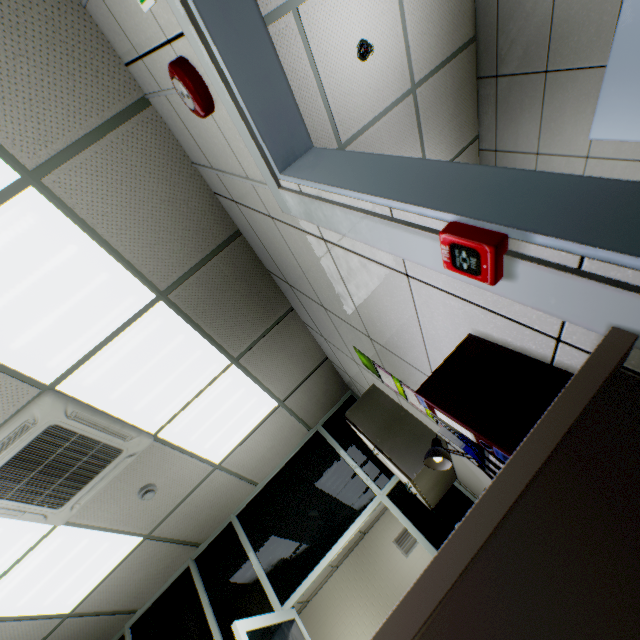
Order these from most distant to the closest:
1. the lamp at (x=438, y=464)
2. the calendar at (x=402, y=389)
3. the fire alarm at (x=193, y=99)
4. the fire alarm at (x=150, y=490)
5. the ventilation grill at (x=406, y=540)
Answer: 1. the ventilation grill at (x=406, y=540)
2. the fire alarm at (x=150, y=490)
3. the calendar at (x=402, y=389)
4. the lamp at (x=438, y=464)
5. the fire alarm at (x=193, y=99)

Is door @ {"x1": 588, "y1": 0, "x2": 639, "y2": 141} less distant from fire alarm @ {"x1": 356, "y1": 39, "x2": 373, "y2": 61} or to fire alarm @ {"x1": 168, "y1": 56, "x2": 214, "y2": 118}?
fire alarm @ {"x1": 356, "y1": 39, "x2": 373, "y2": 61}

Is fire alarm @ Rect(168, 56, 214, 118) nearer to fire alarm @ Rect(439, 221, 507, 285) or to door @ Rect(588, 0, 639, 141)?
fire alarm @ Rect(439, 221, 507, 285)

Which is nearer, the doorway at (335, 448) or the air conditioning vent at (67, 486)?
the air conditioning vent at (67, 486)

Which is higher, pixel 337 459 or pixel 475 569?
pixel 337 459

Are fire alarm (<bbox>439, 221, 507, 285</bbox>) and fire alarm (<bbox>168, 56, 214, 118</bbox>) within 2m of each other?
yes

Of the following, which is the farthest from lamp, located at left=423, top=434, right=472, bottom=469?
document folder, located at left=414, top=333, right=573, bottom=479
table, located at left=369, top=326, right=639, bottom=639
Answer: document folder, located at left=414, top=333, right=573, bottom=479

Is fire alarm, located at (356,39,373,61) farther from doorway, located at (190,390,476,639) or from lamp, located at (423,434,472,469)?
doorway, located at (190,390,476,639)
